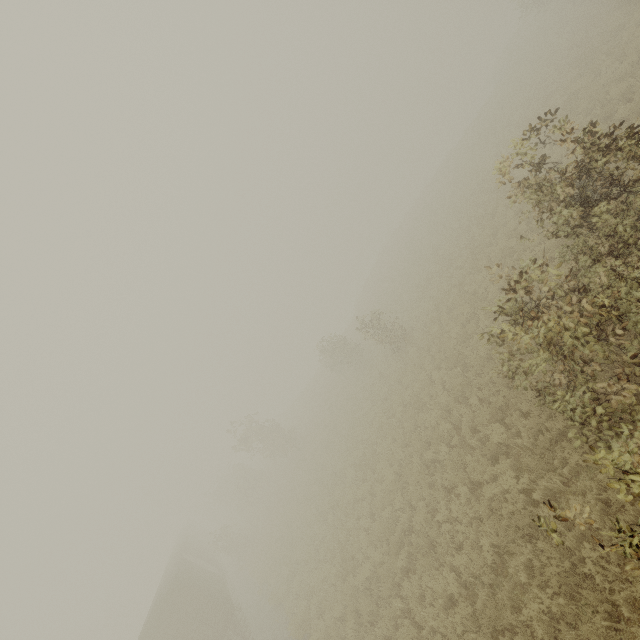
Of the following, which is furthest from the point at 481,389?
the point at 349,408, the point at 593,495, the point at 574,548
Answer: the point at 349,408
